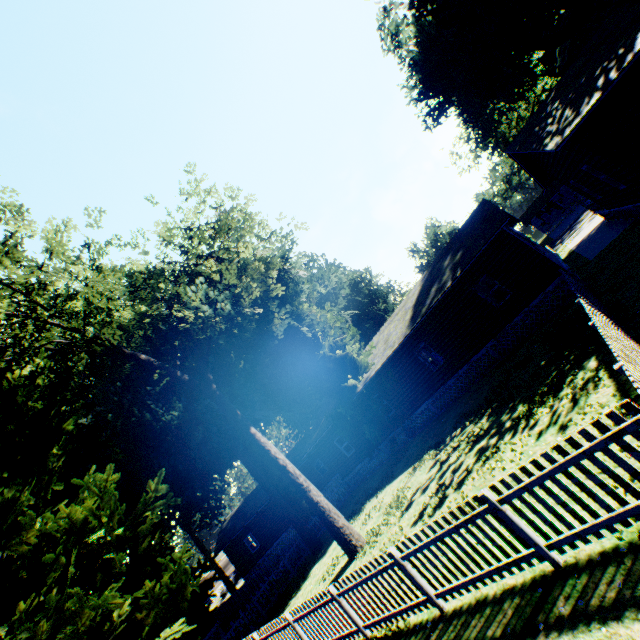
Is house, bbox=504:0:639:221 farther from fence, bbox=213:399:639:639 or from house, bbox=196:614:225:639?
house, bbox=196:614:225:639

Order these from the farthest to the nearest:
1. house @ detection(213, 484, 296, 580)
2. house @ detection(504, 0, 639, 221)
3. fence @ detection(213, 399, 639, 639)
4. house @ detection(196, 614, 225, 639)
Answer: house @ detection(213, 484, 296, 580) < house @ detection(196, 614, 225, 639) < house @ detection(504, 0, 639, 221) < fence @ detection(213, 399, 639, 639)

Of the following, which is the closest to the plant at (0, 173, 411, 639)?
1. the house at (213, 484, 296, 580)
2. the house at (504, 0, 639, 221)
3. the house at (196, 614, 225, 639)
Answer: the house at (504, 0, 639, 221)

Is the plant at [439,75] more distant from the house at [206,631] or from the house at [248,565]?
the house at [206,631]

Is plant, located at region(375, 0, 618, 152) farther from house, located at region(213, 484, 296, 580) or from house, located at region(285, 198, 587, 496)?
house, located at region(213, 484, 296, 580)

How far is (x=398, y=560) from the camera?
6.14m

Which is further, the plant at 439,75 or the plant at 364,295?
the plant at 439,75

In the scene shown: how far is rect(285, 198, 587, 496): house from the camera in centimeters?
1538cm
